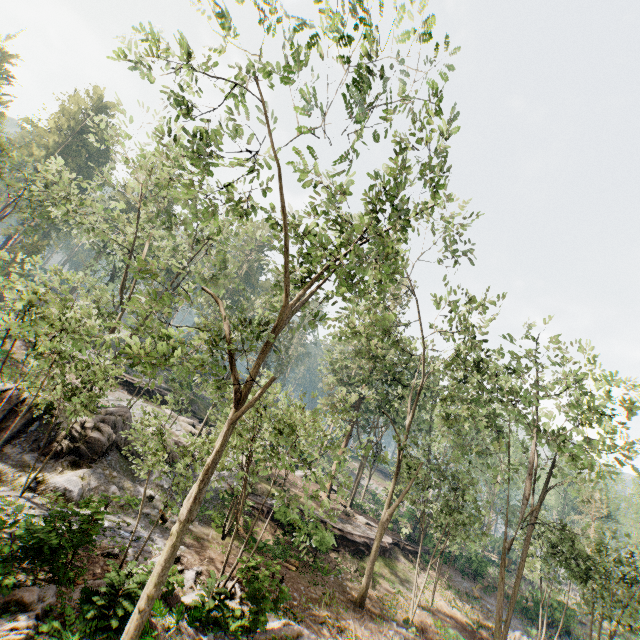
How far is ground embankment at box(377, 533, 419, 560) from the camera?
27.8m

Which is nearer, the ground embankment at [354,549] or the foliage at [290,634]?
the foliage at [290,634]

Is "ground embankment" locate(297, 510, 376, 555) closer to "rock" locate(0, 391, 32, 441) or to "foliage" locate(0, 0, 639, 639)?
"foliage" locate(0, 0, 639, 639)

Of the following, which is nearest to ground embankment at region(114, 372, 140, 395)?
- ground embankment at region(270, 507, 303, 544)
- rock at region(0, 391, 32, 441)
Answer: rock at region(0, 391, 32, 441)

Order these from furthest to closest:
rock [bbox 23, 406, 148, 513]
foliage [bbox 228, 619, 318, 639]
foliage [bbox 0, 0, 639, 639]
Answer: rock [bbox 23, 406, 148, 513], foliage [bbox 228, 619, 318, 639], foliage [bbox 0, 0, 639, 639]

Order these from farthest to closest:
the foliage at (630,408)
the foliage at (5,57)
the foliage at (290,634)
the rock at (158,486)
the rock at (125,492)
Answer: the foliage at (5,57), the rock at (158,486), the rock at (125,492), the foliage at (630,408), the foliage at (290,634)

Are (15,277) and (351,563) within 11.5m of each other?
no
